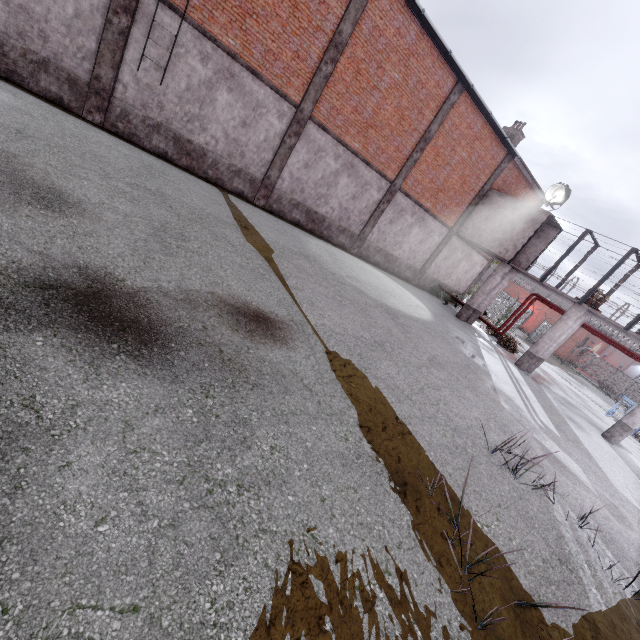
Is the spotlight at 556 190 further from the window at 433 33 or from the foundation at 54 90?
the foundation at 54 90

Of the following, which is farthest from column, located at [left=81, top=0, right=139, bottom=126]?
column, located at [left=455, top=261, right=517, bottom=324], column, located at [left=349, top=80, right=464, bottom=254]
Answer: column, located at [left=455, top=261, right=517, bottom=324]

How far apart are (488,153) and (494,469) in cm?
1794

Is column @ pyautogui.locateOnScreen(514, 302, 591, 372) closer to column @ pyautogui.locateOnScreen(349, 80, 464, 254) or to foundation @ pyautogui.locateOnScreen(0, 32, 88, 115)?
column @ pyautogui.locateOnScreen(349, 80, 464, 254)

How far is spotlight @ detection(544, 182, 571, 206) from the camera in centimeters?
1604cm

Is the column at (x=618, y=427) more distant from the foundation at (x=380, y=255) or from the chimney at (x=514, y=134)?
the chimney at (x=514, y=134)

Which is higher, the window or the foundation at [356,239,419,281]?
the window

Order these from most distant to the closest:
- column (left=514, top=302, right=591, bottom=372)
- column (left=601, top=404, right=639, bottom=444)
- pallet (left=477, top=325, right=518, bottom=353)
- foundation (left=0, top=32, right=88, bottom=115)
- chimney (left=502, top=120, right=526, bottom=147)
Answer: chimney (left=502, top=120, right=526, bottom=147) < pallet (left=477, top=325, right=518, bottom=353) < column (left=514, top=302, right=591, bottom=372) < column (left=601, top=404, right=639, bottom=444) < foundation (left=0, top=32, right=88, bottom=115)
